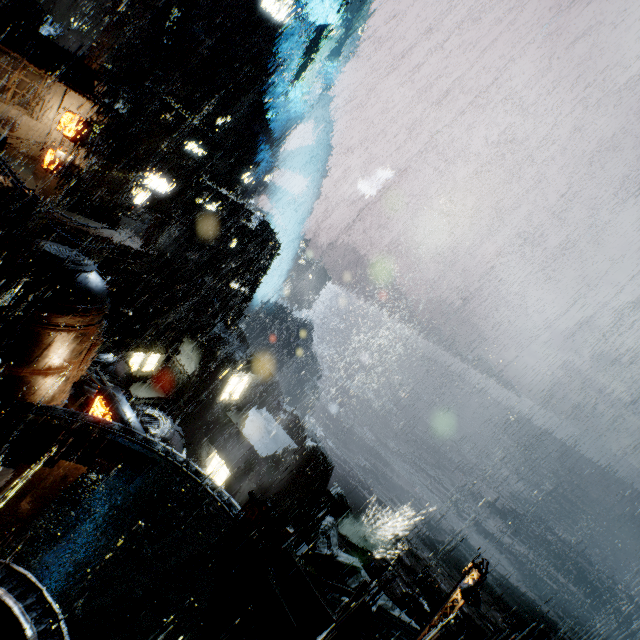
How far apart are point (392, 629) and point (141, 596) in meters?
20.7 m

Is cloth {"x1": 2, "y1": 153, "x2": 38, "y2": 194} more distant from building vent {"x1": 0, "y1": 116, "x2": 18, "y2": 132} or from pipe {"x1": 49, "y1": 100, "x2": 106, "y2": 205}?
pipe {"x1": 49, "y1": 100, "x2": 106, "y2": 205}

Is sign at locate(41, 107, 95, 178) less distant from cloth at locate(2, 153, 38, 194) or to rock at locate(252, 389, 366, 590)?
cloth at locate(2, 153, 38, 194)

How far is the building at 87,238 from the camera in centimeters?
2481cm

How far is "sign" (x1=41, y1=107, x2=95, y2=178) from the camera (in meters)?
20.02

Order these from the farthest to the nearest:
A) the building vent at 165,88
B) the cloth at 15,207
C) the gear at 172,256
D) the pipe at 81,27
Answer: the pipe at 81,27
the building vent at 165,88
the gear at 172,256
the cloth at 15,207

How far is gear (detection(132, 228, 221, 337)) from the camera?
39.2 meters

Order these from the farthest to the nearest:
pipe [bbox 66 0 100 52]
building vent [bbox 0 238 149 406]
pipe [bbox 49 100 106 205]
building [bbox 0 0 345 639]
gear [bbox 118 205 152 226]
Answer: pipe [bbox 66 0 100 52] < gear [bbox 118 205 152 226] < pipe [bbox 49 100 106 205] < building vent [bbox 0 238 149 406] < building [bbox 0 0 345 639]
